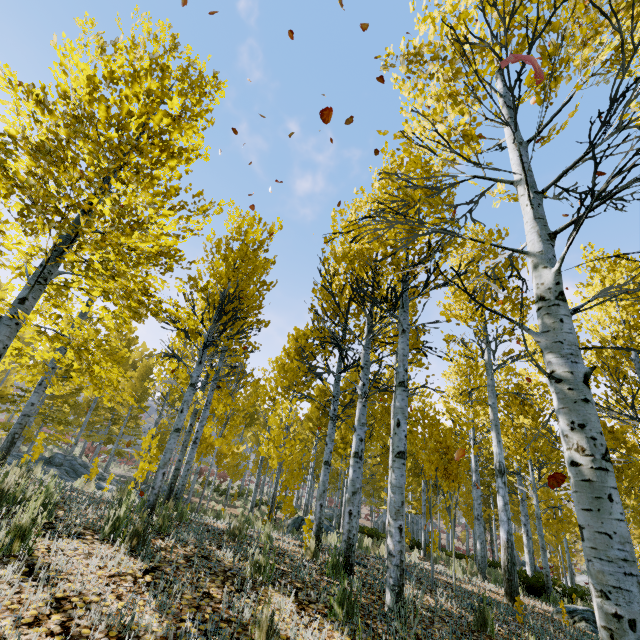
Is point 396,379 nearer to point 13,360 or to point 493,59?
point 493,59

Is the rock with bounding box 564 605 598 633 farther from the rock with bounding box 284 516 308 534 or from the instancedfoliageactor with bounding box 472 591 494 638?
the rock with bounding box 284 516 308 534

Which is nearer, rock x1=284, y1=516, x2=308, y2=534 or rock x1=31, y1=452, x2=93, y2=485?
rock x1=31, y1=452, x2=93, y2=485

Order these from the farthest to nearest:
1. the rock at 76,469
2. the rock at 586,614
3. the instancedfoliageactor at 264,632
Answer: the rock at 76,469 → the rock at 586,614 → the instancedfoliageactor at 264,632

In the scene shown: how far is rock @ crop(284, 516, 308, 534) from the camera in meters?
12.6 m

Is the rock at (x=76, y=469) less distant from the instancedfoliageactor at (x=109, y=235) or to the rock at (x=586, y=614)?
the instancedfoliageactor at (x=109, y=235)

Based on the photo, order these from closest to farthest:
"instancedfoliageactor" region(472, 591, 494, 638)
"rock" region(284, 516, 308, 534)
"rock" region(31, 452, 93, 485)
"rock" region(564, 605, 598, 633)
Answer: "instancedfoliageactor" region(472, 591, 494, 638), "rock" region(564, 605, 598, 633), "rock" region(31, 452, 93, 485), "rock" region(284, 516, 308, 534)

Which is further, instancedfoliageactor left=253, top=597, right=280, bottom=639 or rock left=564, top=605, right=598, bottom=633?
rock left=564, top=605, right=598, bottom=633
